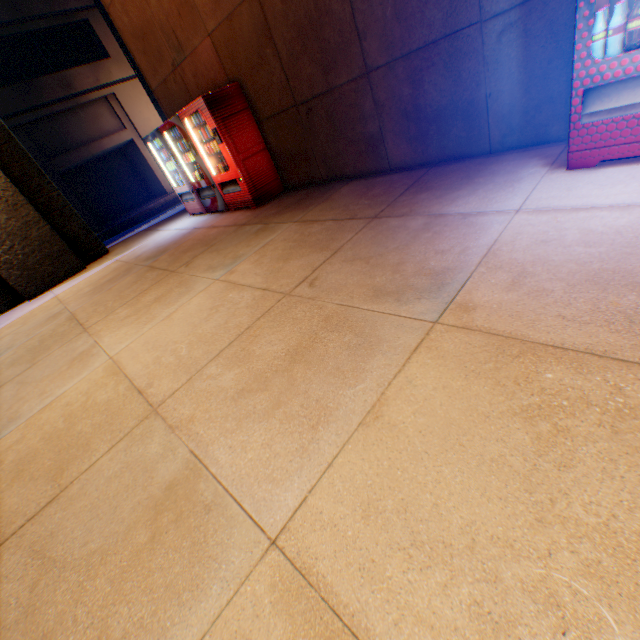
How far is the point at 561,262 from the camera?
2.0m

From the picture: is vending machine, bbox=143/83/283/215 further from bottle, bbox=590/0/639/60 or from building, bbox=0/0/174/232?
building, bbox=0/0/174/232

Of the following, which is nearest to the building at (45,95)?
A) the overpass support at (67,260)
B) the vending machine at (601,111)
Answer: the overpass support at (67,260)

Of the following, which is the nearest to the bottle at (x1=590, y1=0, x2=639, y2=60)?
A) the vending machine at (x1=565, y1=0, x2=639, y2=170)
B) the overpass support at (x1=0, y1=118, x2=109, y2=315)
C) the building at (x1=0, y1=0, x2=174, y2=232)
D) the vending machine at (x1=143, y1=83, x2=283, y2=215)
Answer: the vending machine at (x1=565, y1=0, x2=639, y2=170)

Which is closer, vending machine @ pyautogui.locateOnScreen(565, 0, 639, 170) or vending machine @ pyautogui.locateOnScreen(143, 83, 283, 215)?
vending machine @ pyautogui.locateOnScreen(565, 0, 639, 170)

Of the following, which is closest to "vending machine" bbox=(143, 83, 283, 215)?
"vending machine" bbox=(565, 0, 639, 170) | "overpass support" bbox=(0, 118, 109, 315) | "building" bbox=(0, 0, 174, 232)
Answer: "overpass support" bbox=(0, 118, 109, 315)

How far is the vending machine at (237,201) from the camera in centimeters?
584cm

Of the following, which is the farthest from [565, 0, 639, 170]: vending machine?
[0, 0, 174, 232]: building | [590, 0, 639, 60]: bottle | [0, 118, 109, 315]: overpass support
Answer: [0, 0, 174, 232]: building
